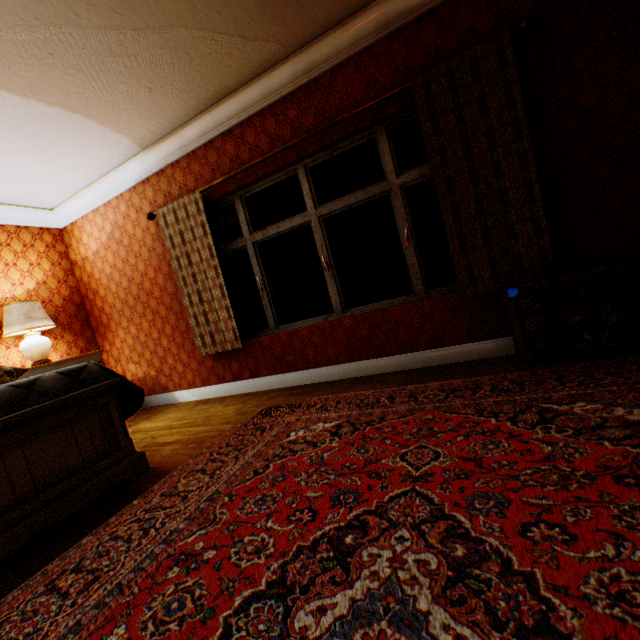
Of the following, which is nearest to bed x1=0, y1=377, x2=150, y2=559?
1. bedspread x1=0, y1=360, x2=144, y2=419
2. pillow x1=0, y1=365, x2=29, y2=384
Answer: bedspread x1=0, y1=360, x2=144, y2=419

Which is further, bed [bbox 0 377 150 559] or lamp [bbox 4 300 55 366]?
lamp [bbox 4 300 55 366]

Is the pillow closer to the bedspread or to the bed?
the bedspread

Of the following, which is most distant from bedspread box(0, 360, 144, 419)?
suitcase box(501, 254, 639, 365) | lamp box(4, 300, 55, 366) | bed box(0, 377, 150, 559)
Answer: suitcase box(501, 254, 639, 365)

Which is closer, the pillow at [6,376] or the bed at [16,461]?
the bed at [16,461]

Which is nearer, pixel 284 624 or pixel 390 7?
pixel 284 624

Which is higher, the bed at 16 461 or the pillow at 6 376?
the pillow at 6 376

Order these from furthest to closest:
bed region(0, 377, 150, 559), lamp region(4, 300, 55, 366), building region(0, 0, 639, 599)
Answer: lamp region(4, 300, 55, 366), building region(0, 0, 639, 599), bed region(0, 377, 150, 559)
